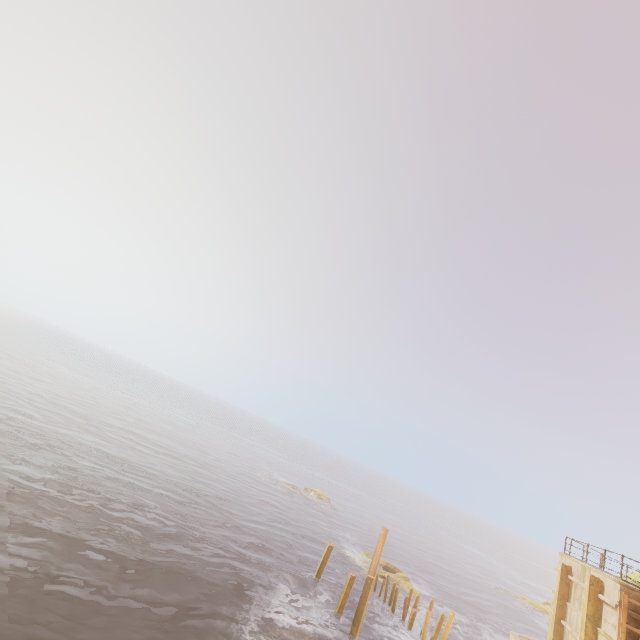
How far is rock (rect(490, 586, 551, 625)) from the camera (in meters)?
42.25

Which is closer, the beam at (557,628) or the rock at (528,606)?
the beam at (557,628)

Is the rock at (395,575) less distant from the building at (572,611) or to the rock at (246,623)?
the building at (572,611)

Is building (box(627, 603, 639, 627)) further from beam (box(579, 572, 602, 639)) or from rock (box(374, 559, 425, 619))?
rock (box(374, 559, 425, 619))

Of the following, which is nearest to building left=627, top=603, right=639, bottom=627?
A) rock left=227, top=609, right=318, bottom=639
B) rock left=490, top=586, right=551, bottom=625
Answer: rock left=227, top=609, right=318, bottom=639

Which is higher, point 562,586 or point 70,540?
point 562,586

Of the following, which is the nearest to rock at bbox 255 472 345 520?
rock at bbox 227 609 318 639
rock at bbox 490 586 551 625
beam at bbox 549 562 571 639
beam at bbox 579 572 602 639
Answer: rock at bbox 490 586 551 625

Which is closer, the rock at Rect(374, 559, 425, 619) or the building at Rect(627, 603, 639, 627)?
the building at Rect(627, 603, 639, 627)
